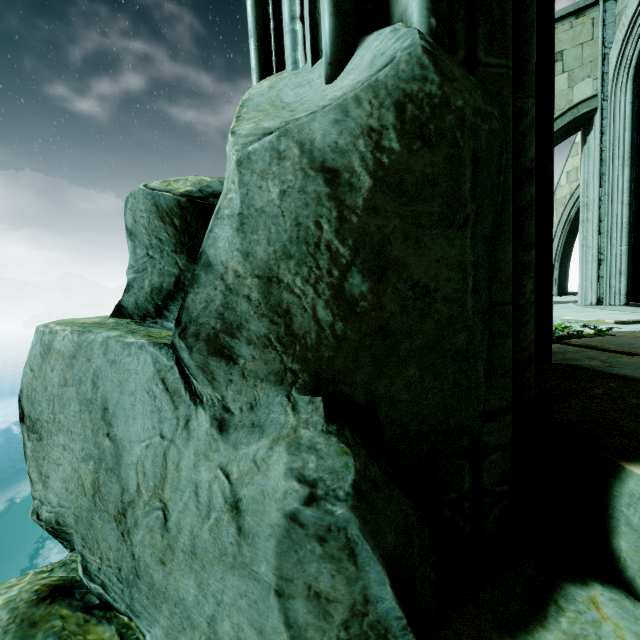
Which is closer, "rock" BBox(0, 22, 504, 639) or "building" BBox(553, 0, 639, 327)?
"rock" BBox(0, 22, 504, 639)

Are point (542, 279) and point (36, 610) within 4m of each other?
yes

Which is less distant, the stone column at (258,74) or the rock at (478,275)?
the rock at (478,275)

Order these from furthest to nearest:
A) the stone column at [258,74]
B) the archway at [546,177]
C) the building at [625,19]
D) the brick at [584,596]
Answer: the building at [625,19] → the archway at [546,177] → the stone column at [258,74] → the brick at [584,596]

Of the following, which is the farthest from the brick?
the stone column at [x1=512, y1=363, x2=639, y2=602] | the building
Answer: the building

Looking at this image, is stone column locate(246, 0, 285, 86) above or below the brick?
above

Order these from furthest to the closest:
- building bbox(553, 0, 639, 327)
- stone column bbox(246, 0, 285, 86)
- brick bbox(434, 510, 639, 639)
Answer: building bbox(553, 0, 639, 327)
stone column bbox(246, 0, 285, 86)
brick bbox(434, 510, 639, 639)

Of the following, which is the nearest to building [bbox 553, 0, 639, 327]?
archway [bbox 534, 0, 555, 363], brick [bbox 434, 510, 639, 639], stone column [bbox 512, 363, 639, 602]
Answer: archway [bbox 534, 0, 555, 363]
